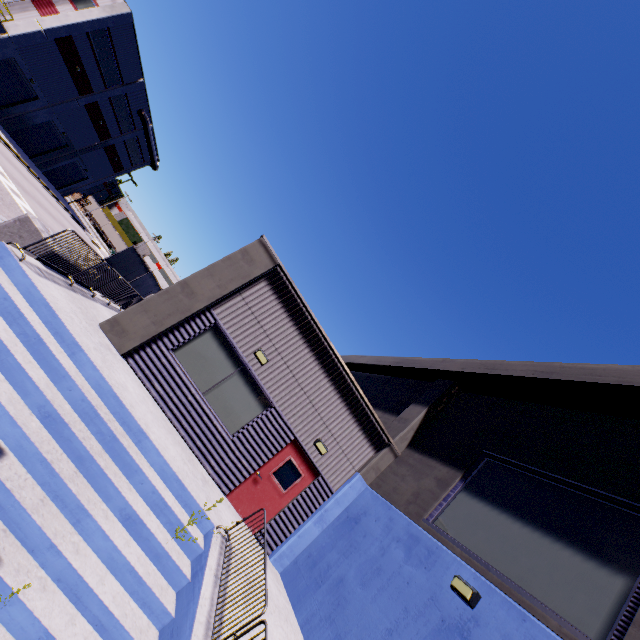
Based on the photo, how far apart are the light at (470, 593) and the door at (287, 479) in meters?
4.8 m

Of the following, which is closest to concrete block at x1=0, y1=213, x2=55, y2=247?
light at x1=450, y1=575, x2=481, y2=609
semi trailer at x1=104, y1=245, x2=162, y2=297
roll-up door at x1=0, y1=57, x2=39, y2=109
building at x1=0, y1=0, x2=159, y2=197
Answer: building at x1=0, y1=0, x2=159, y2=197

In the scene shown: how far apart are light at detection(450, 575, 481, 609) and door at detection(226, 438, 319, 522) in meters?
4.8

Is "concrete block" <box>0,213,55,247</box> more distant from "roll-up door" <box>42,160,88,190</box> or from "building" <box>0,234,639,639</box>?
"roll-up door" <box>42,160,88,190</box>

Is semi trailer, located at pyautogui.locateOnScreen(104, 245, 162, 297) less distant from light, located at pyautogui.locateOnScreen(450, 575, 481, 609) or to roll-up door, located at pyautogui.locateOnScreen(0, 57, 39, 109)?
roll-up door, located at pyautogui.locateOnScreen(0, 57, 39, 109)

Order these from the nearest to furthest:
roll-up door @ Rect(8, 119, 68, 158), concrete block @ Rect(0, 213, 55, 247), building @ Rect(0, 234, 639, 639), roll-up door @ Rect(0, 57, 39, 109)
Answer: building @ Rect(0, 234, 639, 639) → concrete block @ Rect(0, 213, 55, 247) → roll-up door @ Rect(0, 57, 39, 109) → roll-up door @ Rect(8, 119, 68, 158)

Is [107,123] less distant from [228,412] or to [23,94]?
[23,94]

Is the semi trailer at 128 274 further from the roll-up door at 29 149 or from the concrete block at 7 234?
the concrete block at 7 234
